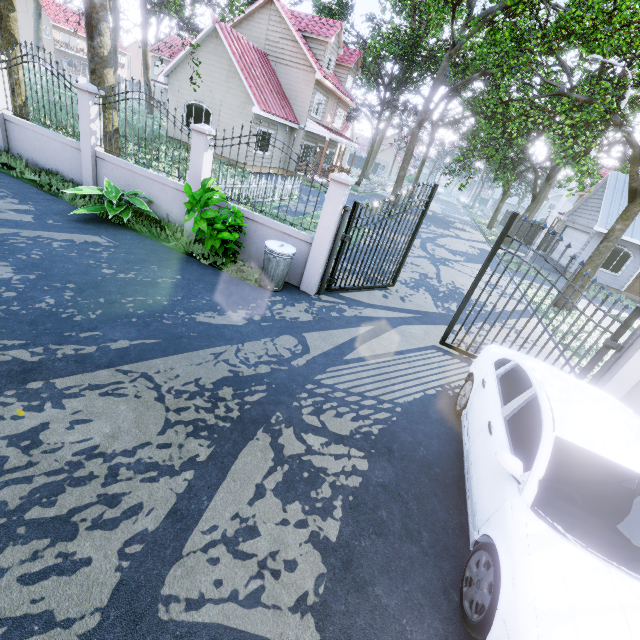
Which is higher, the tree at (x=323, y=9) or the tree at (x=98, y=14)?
the tree at (x=323, y=9)

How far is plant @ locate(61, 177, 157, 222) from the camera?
7.0m

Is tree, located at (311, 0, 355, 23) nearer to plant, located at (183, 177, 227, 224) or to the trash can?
plant, located at (183, 177, 227, 224)

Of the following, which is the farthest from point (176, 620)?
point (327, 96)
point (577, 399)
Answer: point (327, 96)

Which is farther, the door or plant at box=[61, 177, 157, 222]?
the door

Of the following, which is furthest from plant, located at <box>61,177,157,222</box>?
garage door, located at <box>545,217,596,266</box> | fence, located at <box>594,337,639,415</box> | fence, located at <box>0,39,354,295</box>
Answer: garage door, located at <box>545,217,596,266</box>

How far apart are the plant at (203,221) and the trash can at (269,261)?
0.6 meters

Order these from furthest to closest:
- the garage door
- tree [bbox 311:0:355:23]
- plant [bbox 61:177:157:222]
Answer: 1. tree [bbox 311:0:355:23]
2. the garage door
3. plant [bbox 61:177:157:222]
